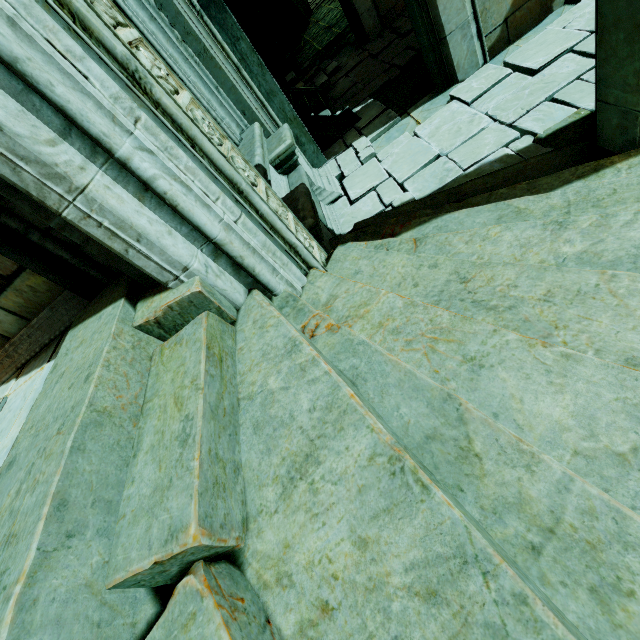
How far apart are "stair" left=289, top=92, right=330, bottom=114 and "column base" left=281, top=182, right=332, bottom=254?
4.2 meters

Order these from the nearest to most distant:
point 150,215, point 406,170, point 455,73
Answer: point 150,215 → point 406,170 → point 455,73

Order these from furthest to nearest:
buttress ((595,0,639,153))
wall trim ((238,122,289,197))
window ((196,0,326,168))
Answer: window ((196,0,326,168)), wall trim ((238,122,289,197)), buttress ((595,0,639,153))

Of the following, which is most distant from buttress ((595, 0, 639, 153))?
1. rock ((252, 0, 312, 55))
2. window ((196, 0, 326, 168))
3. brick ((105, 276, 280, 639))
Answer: rock ((252, 0, 312, 55))

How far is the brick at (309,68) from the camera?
10.00m

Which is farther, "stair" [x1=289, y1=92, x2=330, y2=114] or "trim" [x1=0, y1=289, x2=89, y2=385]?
"stair" [x1=289, y1=92, x2=330, y2=114]

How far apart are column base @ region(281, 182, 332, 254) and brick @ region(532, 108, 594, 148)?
2.39m

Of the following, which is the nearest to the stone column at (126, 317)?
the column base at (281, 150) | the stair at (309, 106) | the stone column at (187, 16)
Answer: the column base at (281, 150)
